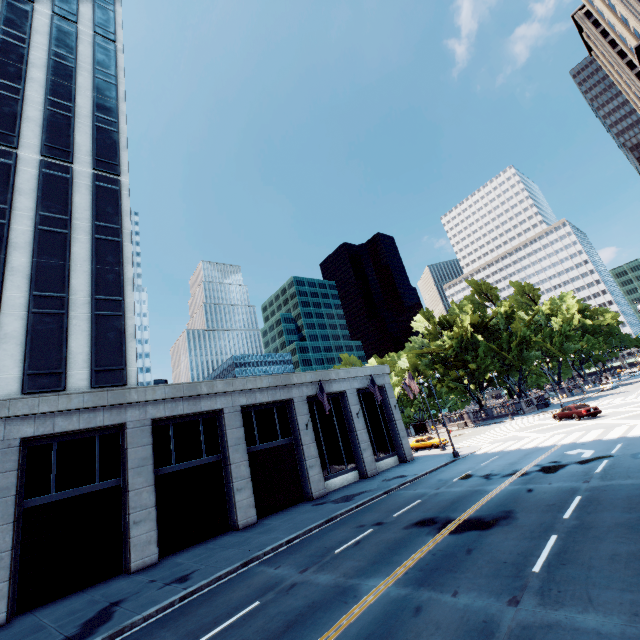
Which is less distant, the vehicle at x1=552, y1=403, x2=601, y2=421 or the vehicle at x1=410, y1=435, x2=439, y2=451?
the vehicle at x1=552, y1=403, x2=601, y2=421

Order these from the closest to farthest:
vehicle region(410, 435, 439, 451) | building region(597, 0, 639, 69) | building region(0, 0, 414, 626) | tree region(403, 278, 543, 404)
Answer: building region(0, 0, 414, 626) → vehicle region(410, 435, 439, 451) → building region(597, 0, 639, 69) → tree region(403, 278, 543, 404)

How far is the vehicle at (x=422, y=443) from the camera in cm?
3734

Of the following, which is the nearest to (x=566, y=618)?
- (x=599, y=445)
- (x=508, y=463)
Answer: (x=508, y=463)

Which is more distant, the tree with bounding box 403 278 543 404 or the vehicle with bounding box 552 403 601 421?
the tree with bounding box 403 278 543 404

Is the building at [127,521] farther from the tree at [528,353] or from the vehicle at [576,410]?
the tree at [528,353]

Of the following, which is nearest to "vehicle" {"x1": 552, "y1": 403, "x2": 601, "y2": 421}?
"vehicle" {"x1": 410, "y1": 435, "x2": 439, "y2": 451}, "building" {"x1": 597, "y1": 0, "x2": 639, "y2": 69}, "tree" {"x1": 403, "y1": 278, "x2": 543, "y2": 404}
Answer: "vehicle" {"x1": 410, "y1": 435, "x2": 439, "y2": 451}

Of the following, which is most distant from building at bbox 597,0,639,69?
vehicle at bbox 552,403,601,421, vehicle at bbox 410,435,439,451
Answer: vehicle at bbox 410,435,439,451
